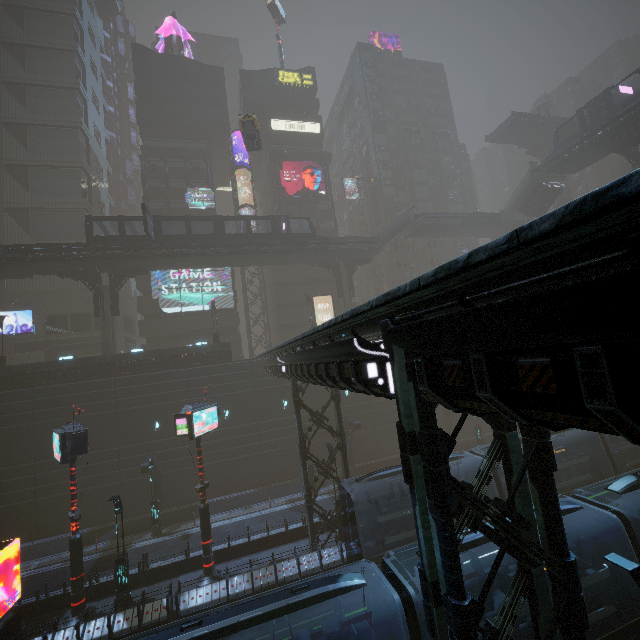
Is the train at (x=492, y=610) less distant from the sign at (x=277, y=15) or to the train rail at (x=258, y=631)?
the train rail at (x=258, y=631)

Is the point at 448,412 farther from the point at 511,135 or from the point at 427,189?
the point at 511,135

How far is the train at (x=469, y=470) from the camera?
17.5 meters

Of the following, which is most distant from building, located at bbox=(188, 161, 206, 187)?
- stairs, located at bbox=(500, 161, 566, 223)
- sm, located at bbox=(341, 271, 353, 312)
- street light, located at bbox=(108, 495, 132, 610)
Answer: stairs, located at bbox=(500, 161, 566, 223)

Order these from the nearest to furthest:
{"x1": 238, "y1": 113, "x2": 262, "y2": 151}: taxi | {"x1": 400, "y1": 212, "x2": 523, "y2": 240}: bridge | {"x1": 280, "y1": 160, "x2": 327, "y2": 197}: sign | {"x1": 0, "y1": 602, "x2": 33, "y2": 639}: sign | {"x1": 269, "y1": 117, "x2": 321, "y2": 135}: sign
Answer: {"x1": 0, "y1": 602, "x2": 33, "y2": 639}: sign, {"x1": 238, "y1": 113, "x2": 262, "y2": 151}: taxi, {"x1": 400, "y1": 212, "x2": 523, "y2": 240}: bridge, {"x1": 280, "y1": 160, "x2": 327, "y2": 197}: sign, {"x1": 269, "y1": 117, "x2": 321, "y2": 135}: sign

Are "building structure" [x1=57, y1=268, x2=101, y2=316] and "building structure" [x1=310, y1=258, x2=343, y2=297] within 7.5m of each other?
no

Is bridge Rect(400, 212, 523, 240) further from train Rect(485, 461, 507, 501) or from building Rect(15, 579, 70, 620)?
train Rect(485, 461, 507, 501)

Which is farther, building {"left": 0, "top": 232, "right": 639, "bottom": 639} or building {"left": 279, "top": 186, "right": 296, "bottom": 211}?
building {"left": 279, "top": 186, "right": 296, "bottom": 211}
